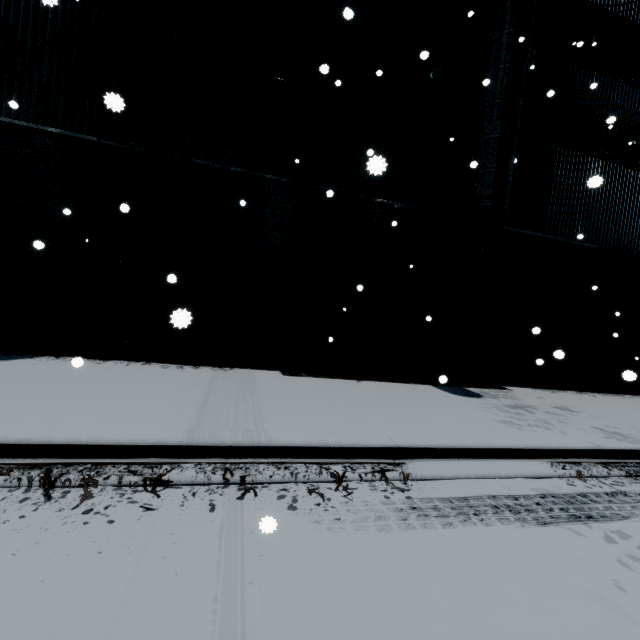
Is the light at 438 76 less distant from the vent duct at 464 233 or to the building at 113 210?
the building at 113 210

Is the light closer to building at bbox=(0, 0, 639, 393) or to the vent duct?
building at bbox=(0, 0, 639, 393)

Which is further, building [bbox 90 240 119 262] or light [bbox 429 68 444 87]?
light [bbox 429 68 444 87]

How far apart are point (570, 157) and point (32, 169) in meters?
15.1 m

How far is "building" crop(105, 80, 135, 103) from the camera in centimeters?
292cm

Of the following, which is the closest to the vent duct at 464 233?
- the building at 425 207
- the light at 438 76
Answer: the building at 425 207
